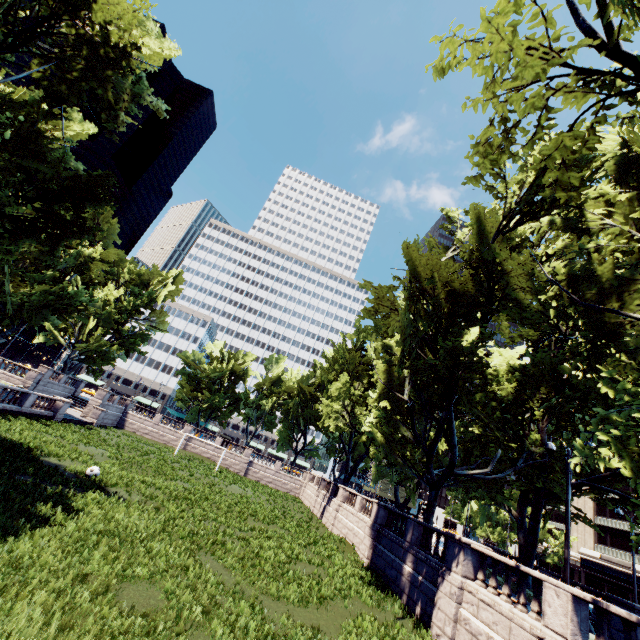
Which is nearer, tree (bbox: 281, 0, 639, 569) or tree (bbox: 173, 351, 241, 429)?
tree (bbox: 281, 0, 639, 569)

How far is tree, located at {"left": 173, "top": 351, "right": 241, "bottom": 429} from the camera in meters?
55.6

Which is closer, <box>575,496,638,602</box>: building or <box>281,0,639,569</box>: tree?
<box>281,0,639,569</box>: tree

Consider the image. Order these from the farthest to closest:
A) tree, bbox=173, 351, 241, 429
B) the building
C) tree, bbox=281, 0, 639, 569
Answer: tree, bbox=173, 351, 241, 429, the building, tree, bbox=281, 0, 639, 569

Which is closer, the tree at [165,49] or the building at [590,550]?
the tree at [165,49]

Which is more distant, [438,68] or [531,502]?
[531,502]

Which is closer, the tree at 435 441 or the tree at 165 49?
the tree at 435 441
